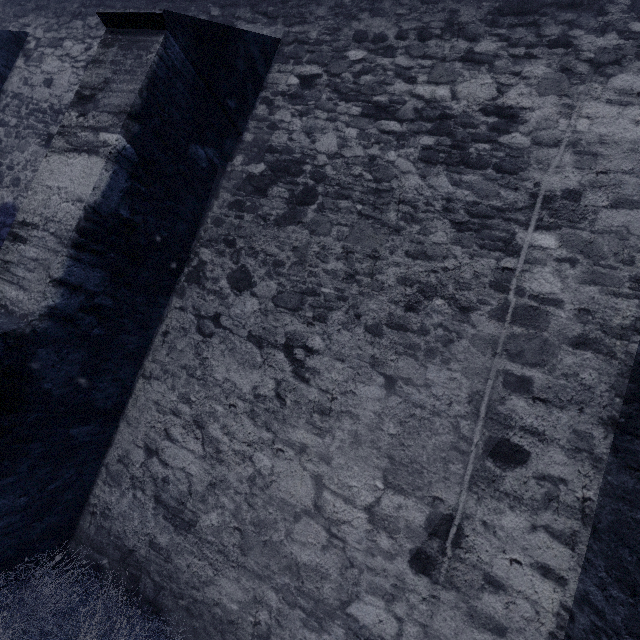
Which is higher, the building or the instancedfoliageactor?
the building

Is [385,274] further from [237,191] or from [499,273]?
[237,191]

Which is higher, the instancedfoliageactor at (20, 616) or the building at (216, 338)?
the building at (216, 338)
